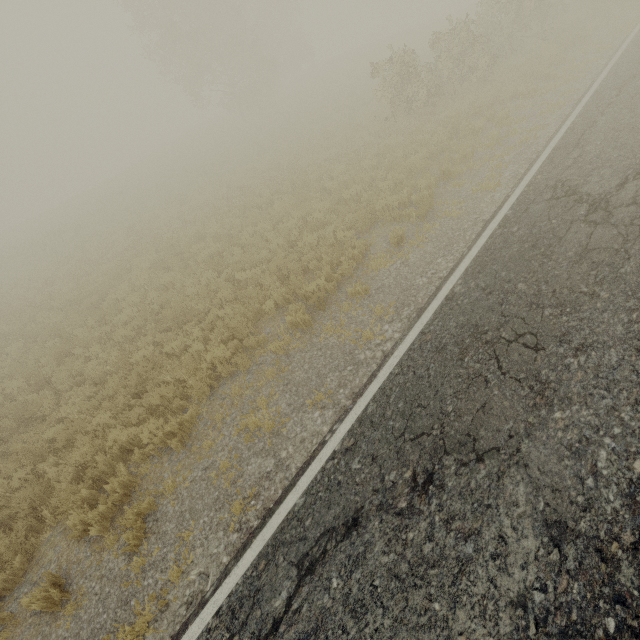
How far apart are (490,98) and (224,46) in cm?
3097
